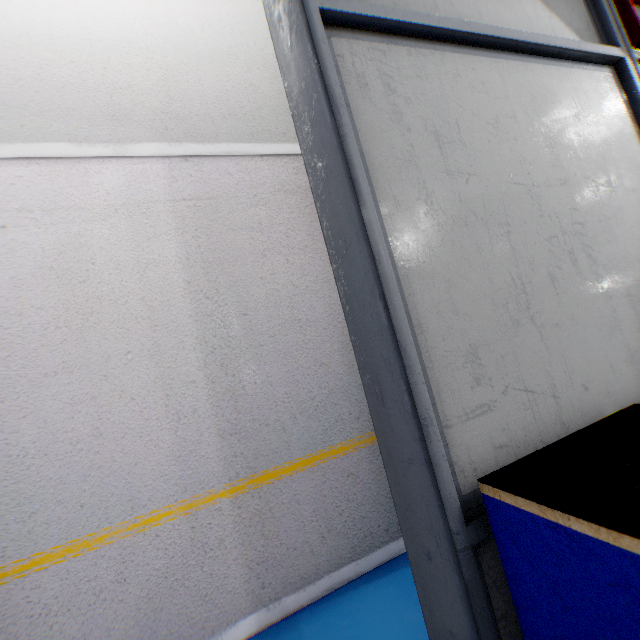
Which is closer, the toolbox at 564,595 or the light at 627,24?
the toolbox at 564,595

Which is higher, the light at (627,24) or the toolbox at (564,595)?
the light at (627,24)

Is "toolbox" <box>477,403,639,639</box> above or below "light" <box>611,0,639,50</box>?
below

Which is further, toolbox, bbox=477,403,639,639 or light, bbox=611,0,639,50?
light, bbox=611,0,639,50

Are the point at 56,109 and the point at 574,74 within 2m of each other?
no
